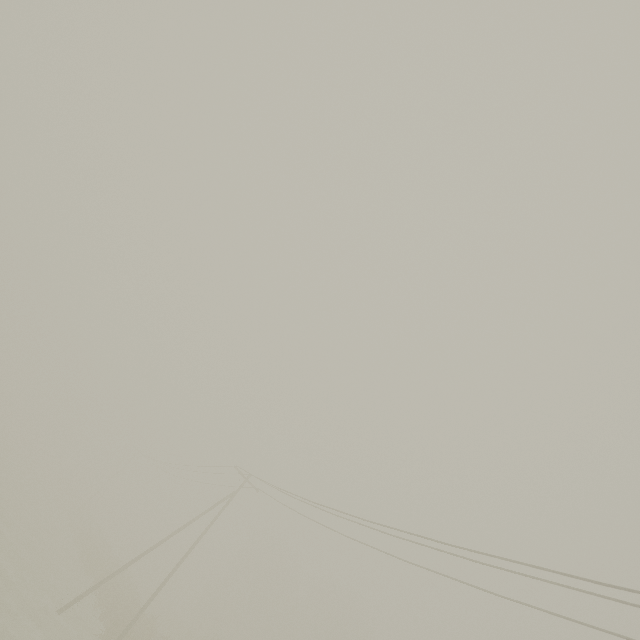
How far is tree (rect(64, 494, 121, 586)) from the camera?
30.6 meters

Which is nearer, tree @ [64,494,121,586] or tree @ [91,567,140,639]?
tree @ [91,567,140,639]

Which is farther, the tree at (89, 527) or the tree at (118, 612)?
the tree at (89, 527)

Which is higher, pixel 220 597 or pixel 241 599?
pixel 241 599

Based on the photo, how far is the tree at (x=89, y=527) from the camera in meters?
30.6
